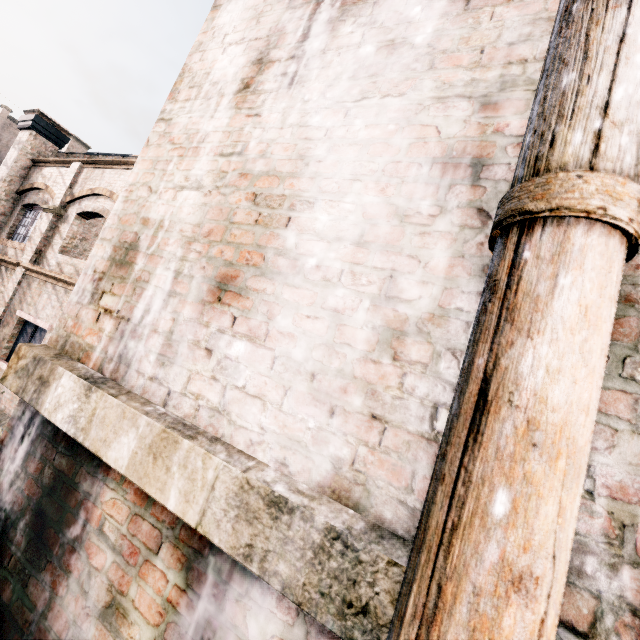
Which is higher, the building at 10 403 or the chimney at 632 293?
the chimney at 632 293

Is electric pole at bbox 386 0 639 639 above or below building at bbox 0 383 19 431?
above

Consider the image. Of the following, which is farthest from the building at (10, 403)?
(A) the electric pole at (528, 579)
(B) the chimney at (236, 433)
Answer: (A) the electric pole at (528, 579)

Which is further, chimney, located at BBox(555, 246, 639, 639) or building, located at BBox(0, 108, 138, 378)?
building, located at BBox(0, 108, 138, 378)

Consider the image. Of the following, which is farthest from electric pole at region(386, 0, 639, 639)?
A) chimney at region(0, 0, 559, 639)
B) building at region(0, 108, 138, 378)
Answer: building at region(0, 108, 138, 378)

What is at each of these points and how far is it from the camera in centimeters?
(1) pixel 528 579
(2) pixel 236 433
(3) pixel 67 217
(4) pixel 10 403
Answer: (1) electric pole, 61cm
(2) chimney, 148cm
(3) building, 1209cm
(4) building, 988cm

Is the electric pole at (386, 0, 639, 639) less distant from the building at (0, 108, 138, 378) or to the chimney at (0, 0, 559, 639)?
the chimney at (0, 0, 559, 639)
